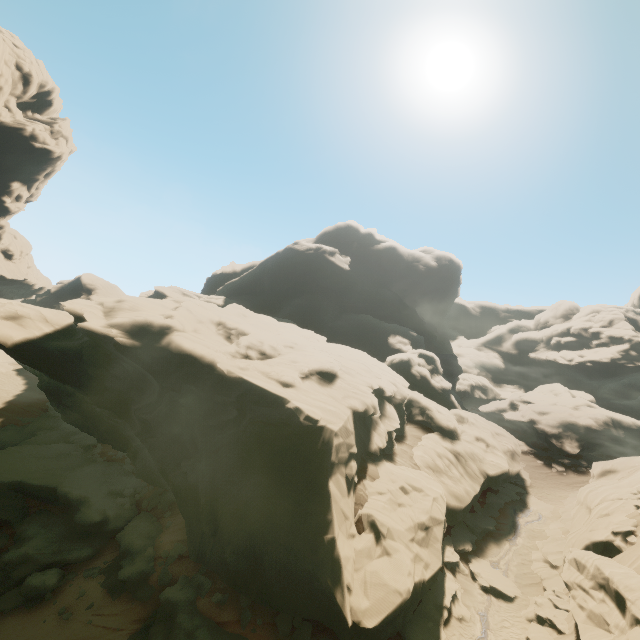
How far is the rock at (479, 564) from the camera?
18.98m

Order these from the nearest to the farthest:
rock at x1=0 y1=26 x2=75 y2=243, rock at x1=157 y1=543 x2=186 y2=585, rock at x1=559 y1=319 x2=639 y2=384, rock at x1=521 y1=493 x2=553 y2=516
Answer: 1. rock at x1=157 y1=543 x2=186 y2=585
2. rock at x1=521 y1=493 x2=553 y2=516
3. rock at x1=0 y1=26 x2=75 y2=243
4. rock at x1=559 y1=319 x2=639 y2=384

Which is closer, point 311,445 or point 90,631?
point 90,631

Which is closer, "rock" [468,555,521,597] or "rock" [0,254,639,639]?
"rock" [0,254,639,639]

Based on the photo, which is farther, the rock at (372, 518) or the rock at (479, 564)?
the rock at (479, 564)

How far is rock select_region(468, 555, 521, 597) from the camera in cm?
1898
